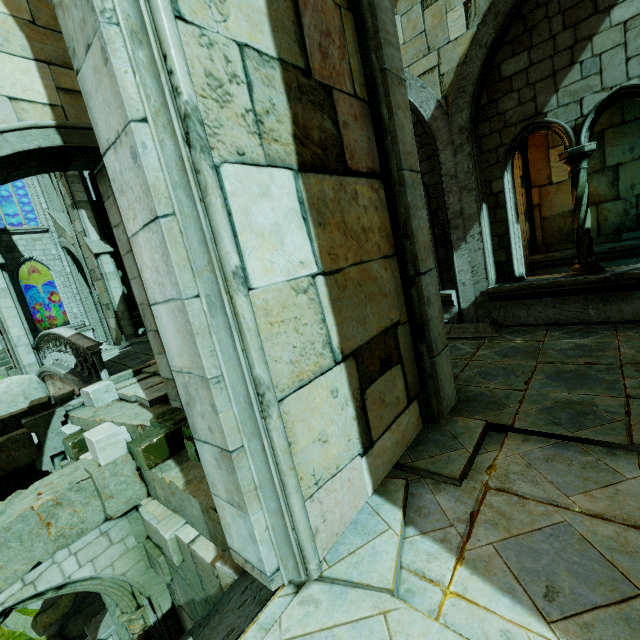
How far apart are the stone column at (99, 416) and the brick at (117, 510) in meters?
0.0 m

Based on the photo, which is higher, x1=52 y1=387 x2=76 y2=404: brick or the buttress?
the buttress

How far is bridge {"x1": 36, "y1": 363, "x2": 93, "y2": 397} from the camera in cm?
916

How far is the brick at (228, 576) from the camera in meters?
3.0 m

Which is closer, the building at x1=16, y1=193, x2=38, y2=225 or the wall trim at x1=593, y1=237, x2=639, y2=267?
the wall trim at x1=593, y1=237, x2=639, y2=267

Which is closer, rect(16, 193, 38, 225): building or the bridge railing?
the bridge railing

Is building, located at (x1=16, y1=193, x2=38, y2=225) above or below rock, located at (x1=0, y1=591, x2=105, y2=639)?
above

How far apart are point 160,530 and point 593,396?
5.2 meters
